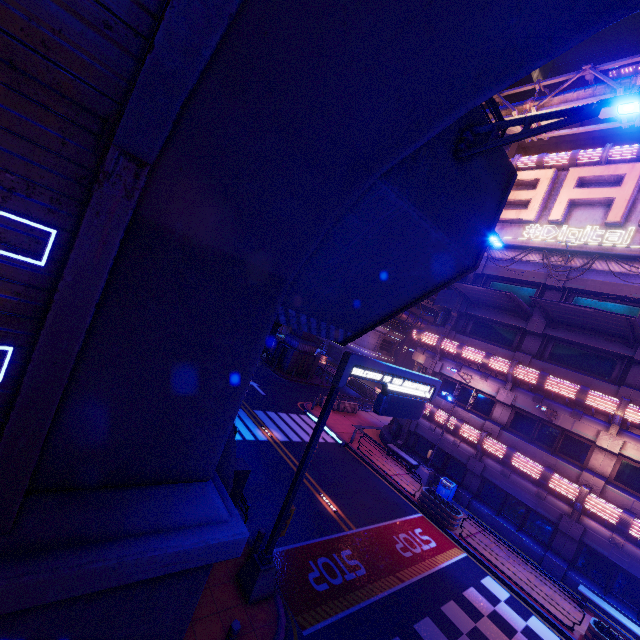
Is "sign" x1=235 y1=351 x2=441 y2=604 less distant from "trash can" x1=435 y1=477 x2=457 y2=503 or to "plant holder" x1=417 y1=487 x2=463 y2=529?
"plant holder" x1=417 y1=487 x2=463 y2=529

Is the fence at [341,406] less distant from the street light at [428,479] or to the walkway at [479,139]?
the street light at [428,479]

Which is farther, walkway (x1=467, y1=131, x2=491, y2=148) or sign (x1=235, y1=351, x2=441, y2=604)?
sign (x1=235, y1=351, x2=441, y2=604)

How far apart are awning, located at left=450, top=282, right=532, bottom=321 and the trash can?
10.9 meters

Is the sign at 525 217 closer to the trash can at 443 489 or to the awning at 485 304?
the awning at 485 304

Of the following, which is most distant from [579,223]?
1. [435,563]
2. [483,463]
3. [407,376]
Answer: [435,563]

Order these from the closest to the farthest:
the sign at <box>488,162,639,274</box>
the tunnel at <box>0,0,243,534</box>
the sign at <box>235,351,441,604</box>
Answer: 1. the tunnel at <box>0,0,243,534</box>
2. the sign at <box>235,351,441,604</box>
3. the sign at <box>488,162,639,274</box>

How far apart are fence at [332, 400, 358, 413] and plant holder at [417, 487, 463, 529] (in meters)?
11.48
